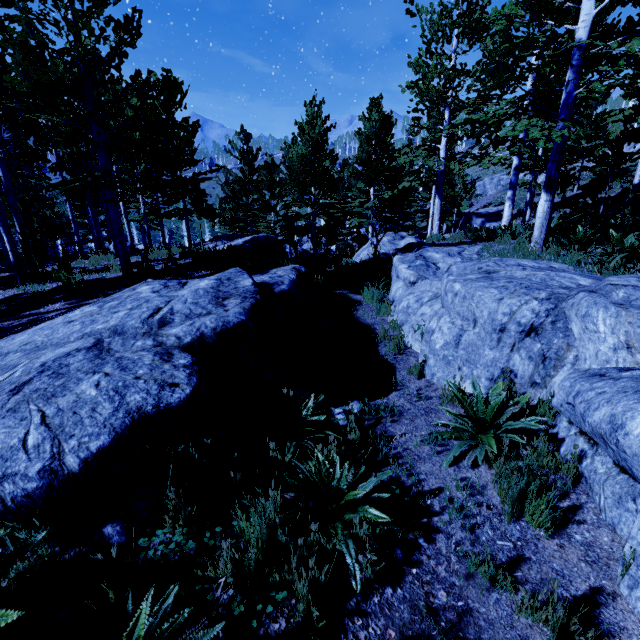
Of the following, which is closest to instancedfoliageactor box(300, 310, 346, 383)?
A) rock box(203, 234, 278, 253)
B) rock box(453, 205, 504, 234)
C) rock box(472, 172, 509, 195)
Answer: rock box(453, 205, 504, 234)

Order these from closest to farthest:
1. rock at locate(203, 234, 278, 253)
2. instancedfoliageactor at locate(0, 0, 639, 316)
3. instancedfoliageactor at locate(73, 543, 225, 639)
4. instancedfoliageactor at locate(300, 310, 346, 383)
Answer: instancedfoliageactor at locate(73, 543, 225, 639) < instancedfoliageactor at locate(300, 310, 346, 383) < instancedfoliageactor at locate(0, 0, 639, 316) < rock at locate(203, 234, 278, 253)

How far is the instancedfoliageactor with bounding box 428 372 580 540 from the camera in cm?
250

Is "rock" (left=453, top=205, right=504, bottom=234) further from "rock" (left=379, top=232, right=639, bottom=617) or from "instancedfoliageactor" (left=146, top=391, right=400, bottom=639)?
"rock" (left=379, top=232, right=639, bottom=617)

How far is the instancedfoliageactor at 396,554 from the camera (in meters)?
2.30

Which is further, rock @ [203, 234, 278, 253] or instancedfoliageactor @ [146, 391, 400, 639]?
rock @ [203, 234, 278, 253]

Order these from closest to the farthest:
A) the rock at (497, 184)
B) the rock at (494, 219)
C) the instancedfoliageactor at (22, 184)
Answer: the instancedfoliageactor at (22, 184) → the rock at (494, 219) → the rock at (497, 184)

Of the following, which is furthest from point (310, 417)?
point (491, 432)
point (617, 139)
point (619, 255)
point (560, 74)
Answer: point (617, 139)
